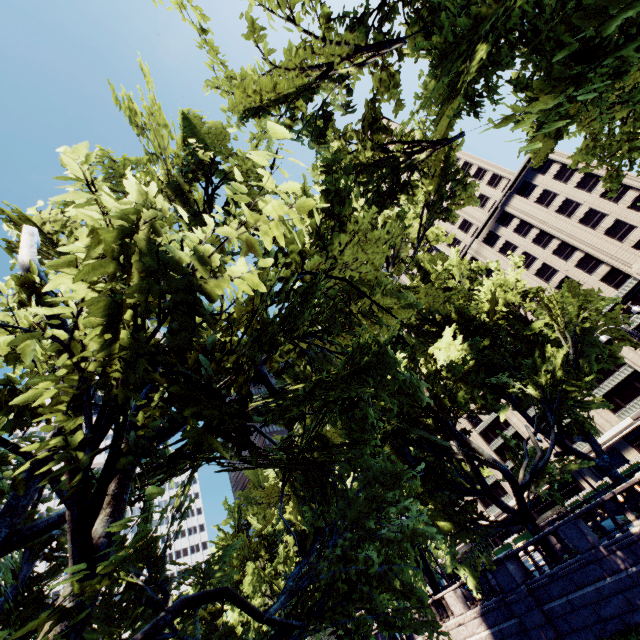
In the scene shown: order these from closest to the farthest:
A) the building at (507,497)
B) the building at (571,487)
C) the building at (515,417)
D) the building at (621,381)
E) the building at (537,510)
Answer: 1. the building at (621,381)
2. the building at (571,487)
3. the building at (537,510)
4. the building at (515,417)
5. the building at (507,497)

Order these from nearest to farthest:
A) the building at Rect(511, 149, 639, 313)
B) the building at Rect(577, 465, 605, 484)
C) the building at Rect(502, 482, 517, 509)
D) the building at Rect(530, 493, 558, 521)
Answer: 1. the building at Rect(511, 149, 639, 313)
2. the building at Rect(577, 465, 605, 484)
3. the building at Rect(530, 493, 558, 521)
4. the building at Rect(502, 482, 517, 509)

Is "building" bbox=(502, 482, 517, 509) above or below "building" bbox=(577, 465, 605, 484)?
above

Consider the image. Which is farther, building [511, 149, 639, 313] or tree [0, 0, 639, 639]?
building [511, 149, 639, 313]

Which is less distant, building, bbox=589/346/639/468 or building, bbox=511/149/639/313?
building, bbox=589/346/639/468

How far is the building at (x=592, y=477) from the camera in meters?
49.2

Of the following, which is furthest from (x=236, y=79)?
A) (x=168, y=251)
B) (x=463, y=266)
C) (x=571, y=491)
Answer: (x=571, y=491)
